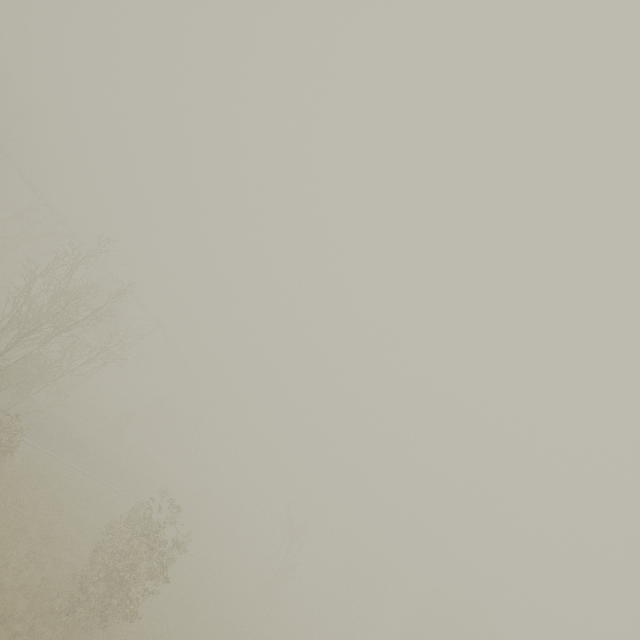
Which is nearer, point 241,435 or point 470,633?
point 470,633
